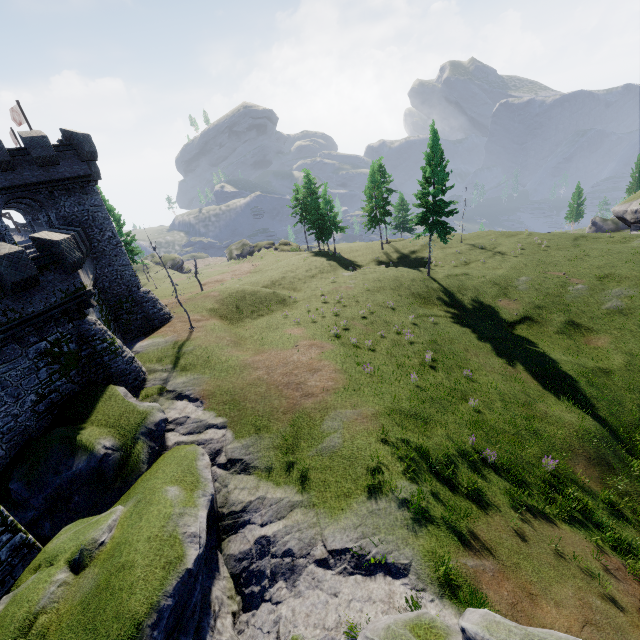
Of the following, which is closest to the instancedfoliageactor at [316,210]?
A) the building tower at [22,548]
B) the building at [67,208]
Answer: the building at [67,208]

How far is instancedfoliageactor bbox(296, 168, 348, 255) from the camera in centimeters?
4897cm

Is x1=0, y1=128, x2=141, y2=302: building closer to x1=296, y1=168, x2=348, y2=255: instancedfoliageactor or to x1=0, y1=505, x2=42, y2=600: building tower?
x1=0, y1=505, x2=42, y2=600: building tower

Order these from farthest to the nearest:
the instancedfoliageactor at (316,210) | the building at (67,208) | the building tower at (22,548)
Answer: the instancedfoliageactor at (316,210), the building at (67,208), the building tower at (22,548)

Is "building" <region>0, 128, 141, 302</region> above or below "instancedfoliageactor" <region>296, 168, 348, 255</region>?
above

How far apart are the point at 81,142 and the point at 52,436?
20.6 meters

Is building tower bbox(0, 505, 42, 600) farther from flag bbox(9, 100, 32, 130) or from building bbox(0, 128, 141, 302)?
flag bbox(9, 100, 32, 130)
